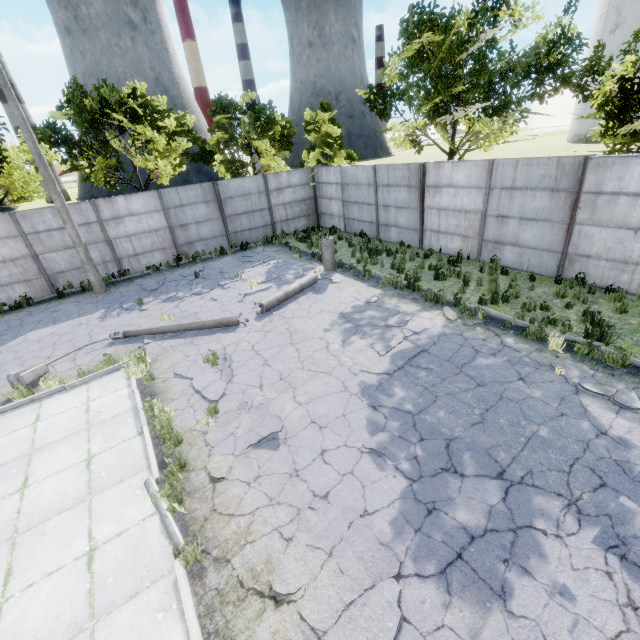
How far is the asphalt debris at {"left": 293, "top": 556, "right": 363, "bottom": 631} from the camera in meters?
3.7 m

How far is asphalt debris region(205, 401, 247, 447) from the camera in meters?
6.1

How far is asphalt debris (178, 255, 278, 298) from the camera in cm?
1342

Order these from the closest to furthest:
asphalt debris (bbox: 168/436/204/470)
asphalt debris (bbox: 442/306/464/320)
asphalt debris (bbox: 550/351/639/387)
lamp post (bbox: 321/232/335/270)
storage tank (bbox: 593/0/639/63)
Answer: asphalt debris (bbox: 168/436/204/470) → asphalt debris (bbox: 550/351/639/387) → asphalt debris (bbox: 442/306/464/320) → lamp post (bbox: 321/232/335/270) → storage tank (bbox: 593/0/639/63)

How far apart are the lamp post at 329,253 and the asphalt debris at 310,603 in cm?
1016

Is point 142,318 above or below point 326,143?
below

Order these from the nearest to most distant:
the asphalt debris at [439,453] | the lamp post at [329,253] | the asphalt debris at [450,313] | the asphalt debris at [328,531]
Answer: the asphalt debris at [328,531], the asphalt debris at [439,453], the asphalt debris at [450,313], the lamp post at [329,253]

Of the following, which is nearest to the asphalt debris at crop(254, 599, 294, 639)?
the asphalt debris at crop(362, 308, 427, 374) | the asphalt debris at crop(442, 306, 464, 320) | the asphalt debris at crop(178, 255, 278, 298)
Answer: the asphalt debris at crop(362, 308, 427, 374)
